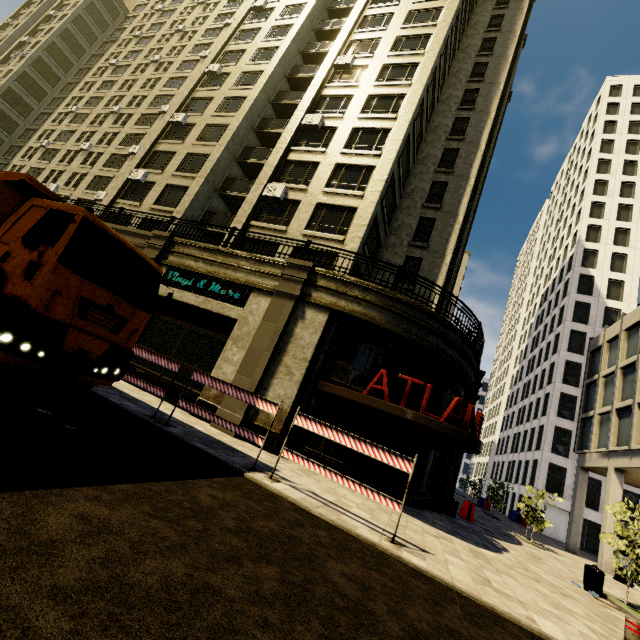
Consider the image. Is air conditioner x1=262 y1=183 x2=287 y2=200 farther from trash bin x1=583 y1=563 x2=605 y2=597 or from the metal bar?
trash bin x1=583 y1=563 x2=605 y2=597

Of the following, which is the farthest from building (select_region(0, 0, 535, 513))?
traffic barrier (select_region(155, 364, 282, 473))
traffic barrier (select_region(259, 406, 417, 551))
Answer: traffic barrier (select_region(259, 406, 417, 551))

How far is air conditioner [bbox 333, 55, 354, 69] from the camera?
22.2 meters

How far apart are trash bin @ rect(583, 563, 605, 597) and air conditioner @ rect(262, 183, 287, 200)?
20.1m

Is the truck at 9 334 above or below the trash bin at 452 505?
above

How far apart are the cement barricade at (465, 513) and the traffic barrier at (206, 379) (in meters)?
13.07

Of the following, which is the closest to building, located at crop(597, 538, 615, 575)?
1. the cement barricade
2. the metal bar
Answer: the cement barricade

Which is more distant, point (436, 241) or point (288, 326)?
point (436, 241)
